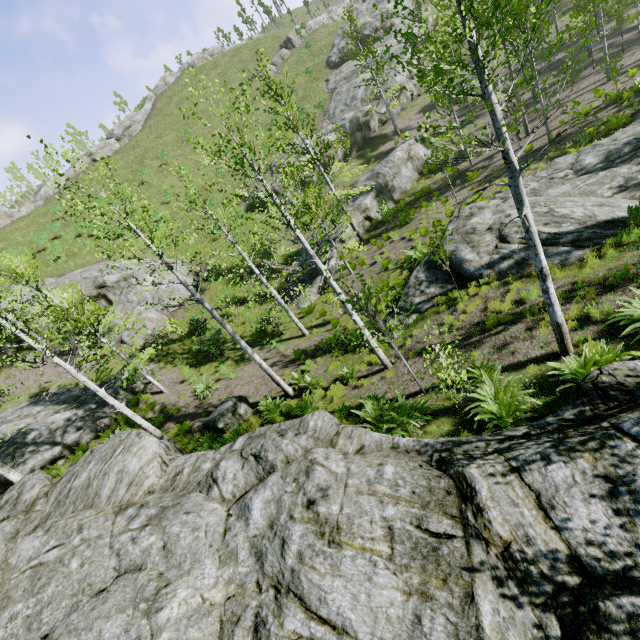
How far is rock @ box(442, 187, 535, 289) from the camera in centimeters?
1062cm

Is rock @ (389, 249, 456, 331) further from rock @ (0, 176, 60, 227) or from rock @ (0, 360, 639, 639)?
rock @ (0, 176, 60, 227)

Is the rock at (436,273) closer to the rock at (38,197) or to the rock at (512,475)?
the rock at (512,475)

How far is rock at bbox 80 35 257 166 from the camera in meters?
45.9 m

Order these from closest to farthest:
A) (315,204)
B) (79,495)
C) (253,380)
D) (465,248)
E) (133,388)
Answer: (79,495), (465,248), (253,380), (133,388), (315,204)

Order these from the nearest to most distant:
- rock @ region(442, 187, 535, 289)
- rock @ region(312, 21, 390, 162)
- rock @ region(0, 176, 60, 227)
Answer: rock @ region(442, 187, 535, 289)
rock @ region(312, 21, 390, 162)
rock @ region(0, 176, 60, 227)

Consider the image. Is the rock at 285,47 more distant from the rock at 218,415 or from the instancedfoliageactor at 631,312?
the rock at 218,415

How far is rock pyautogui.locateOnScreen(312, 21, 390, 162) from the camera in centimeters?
3241cm
